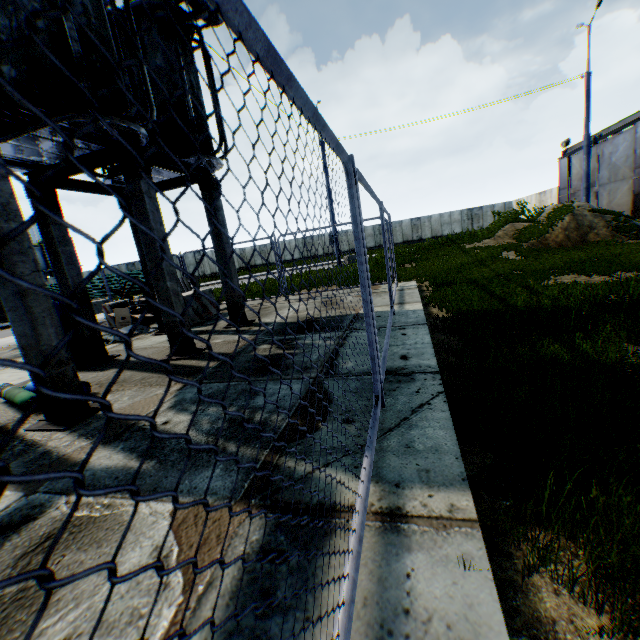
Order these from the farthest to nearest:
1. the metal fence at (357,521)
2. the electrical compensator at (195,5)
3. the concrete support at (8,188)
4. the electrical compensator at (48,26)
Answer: the electrical compensator at (195,5) < the electrical compensator at (48,26) < the concrete support at (8,188) < the metal fence at (357,521)

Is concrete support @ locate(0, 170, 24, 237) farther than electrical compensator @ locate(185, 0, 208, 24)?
No

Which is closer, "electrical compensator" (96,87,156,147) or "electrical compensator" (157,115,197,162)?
"electrical compensator" (96,87,156,147)

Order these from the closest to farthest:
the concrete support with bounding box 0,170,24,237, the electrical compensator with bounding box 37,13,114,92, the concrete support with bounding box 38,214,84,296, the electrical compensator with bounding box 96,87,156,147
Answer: the concrete support with bounding box 0,170,24,237
the electrical compensator with bounding box 37,13,114,92
the electrical compensator with bounding box 96,87,156,147
the concrete support with bounding box 38,214,84,296

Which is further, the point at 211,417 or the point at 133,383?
the point at 133,383

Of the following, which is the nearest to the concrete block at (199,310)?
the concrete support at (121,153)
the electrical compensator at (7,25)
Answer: the concrete support at (121,153)

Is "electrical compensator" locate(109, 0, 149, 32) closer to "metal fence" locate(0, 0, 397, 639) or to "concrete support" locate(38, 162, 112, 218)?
"concrete support" locate(38, 162, 112, 218)

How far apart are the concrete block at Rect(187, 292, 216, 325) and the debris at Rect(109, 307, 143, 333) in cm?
82
